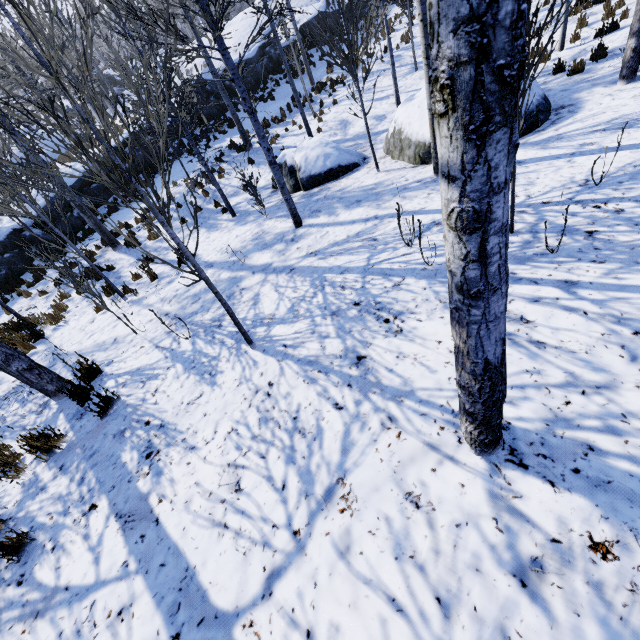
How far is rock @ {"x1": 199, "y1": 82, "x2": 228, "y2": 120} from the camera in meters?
19.2

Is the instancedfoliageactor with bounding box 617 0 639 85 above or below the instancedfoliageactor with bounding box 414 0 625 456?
below

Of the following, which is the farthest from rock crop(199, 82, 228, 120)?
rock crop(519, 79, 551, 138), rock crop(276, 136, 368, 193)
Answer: rock crop(519, 79, 551, 138)

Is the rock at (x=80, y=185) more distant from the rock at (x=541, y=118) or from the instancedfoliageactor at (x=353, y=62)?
the rock at (x=541, y=118)

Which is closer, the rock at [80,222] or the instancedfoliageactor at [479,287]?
the instancedfoliageactor at [479,287]

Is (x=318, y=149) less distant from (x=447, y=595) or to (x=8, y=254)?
(x=447, y=595)

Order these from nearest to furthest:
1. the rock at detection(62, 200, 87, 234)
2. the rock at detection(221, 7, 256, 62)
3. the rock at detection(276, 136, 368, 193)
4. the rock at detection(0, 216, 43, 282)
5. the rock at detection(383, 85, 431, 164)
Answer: the rock at detection(383, 85, 431, 164)
the rock at detection(276, 136, 368, 193)
the rock at detection(0, 216, 43, 282)
the rock at detection(62, 200, 87, 234)
the rock at detection(221, 7, 256, 62)

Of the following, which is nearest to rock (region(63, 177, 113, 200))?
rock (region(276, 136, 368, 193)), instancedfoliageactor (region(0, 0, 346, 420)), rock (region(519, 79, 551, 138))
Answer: instancedfoliageactor (region(0, 0, 346, 420))
